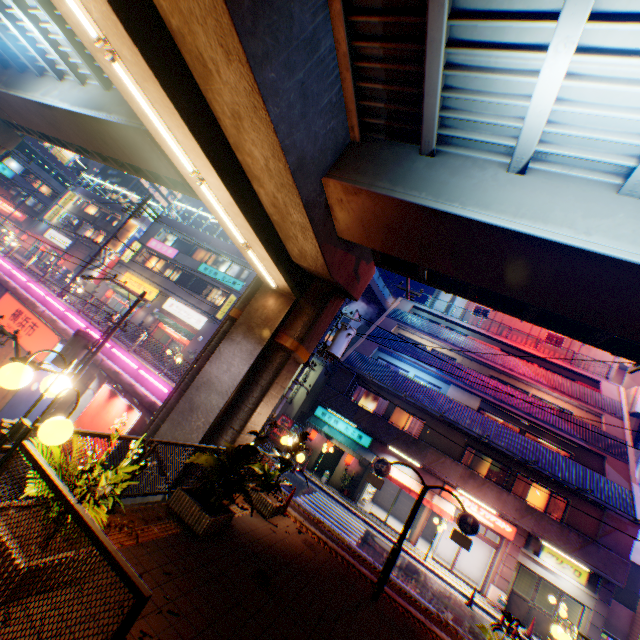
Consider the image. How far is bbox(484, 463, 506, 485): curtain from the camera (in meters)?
19.38

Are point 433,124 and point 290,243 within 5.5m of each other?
yes

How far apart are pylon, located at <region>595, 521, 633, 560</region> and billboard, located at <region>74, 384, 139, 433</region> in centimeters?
2274cm

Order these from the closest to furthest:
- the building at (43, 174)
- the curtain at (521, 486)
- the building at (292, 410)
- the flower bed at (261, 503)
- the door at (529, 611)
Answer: the flower bed at (261, 503) < the door at (529, 611) < the curtain at (521, 486) < the building at (292, 410) < the building at (43, 174)

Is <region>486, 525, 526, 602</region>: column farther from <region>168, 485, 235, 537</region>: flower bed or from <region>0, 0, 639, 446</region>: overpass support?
<region>168, 485, 235, 537</region>: flower bed

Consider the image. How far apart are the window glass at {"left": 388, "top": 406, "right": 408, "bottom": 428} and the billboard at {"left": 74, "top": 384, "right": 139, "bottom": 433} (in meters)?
15.04

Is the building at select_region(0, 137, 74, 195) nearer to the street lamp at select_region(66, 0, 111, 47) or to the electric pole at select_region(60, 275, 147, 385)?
the electric pole at select_region(60, 275, 147, 385)

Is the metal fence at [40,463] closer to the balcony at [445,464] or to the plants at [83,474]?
the plants at [83,474]
